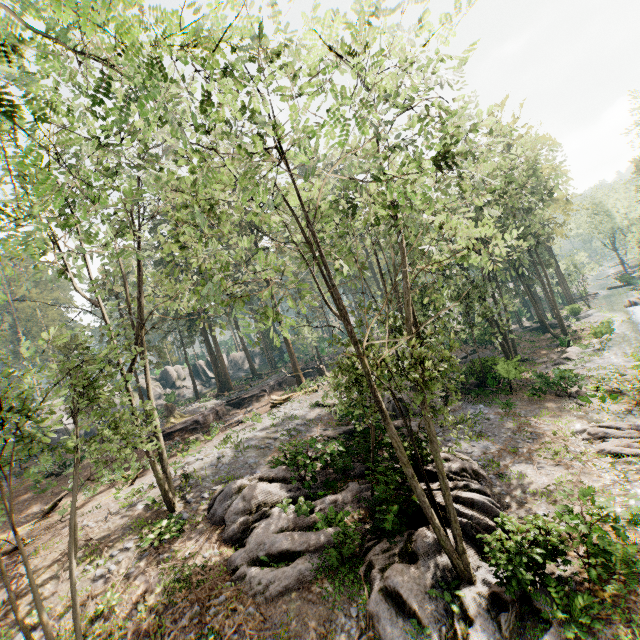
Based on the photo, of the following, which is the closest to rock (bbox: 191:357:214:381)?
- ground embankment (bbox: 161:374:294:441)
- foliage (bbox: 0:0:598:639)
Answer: foliage (bbox: 0:0:598:639)

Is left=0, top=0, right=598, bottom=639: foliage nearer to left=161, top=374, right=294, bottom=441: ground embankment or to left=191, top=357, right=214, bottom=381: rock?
left=161, top=374, right=294, bottom=441: ground embankment

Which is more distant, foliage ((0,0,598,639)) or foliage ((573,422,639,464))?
foliage ((573,422,639,464))

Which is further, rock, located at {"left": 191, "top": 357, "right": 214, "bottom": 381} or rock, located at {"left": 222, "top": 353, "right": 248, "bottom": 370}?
rock, located at {"left": 222, "top": 353, "right": 248, "bottom": 370}

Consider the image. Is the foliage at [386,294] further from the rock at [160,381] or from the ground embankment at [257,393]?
the rock at [160,381]

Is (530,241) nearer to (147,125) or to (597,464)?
(597,464)

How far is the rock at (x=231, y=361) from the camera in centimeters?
5738cm
